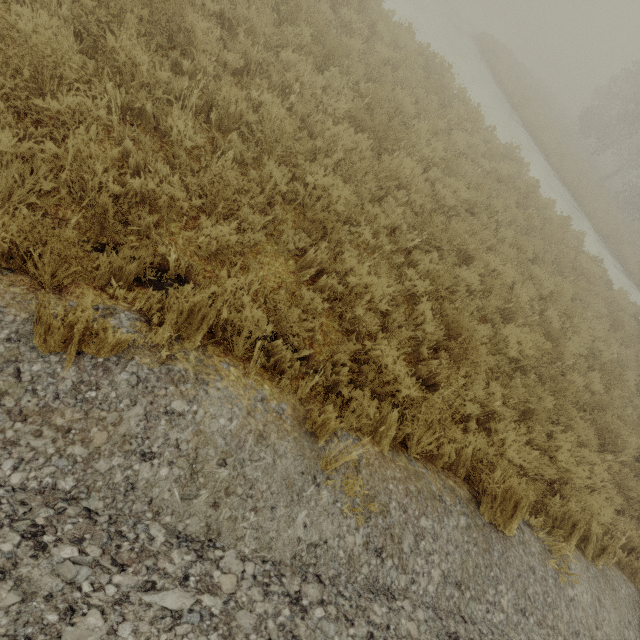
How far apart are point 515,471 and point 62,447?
4.52m
